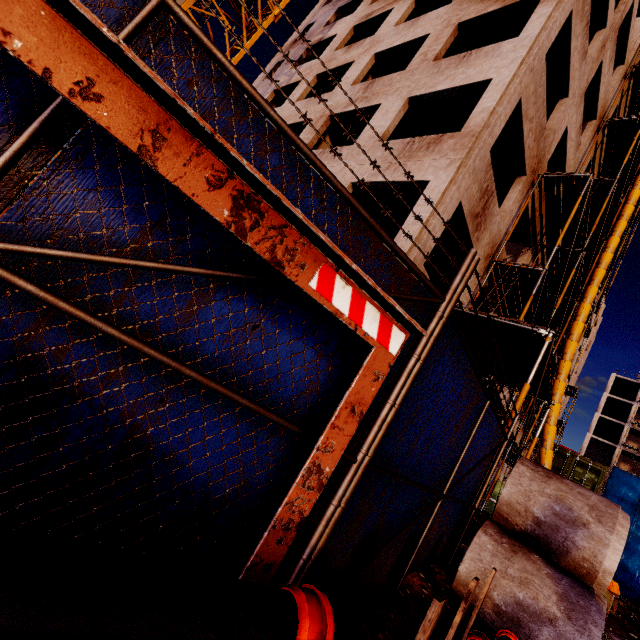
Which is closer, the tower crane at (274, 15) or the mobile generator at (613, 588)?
the mobile generator at (613, 588)

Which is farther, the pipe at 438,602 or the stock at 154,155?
the pipe at 438,602

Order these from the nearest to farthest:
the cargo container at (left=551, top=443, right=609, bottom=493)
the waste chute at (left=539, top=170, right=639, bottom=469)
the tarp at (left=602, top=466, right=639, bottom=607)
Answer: the waste chute at (left=539, top=170, right=639, bottom=469) → the cargo container at (left=551, top=443, right=609, bottom=493) → the tarp at (left=602, top=466, right=639, bottom=607)

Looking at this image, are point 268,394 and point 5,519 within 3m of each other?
yes

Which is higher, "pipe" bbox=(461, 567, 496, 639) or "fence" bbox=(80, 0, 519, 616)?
"fence" bbox=(80, 0, 519, 616)

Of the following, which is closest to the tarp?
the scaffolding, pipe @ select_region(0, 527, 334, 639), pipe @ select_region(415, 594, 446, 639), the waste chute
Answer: the scaffolding

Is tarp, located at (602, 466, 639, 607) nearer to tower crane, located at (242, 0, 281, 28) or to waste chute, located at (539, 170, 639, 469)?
waste chute, located at (539, 170, 639, 469)

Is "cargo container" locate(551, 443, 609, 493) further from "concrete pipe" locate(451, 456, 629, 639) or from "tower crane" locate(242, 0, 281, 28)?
"tower crane" locate(242, 0, 281, 28)
